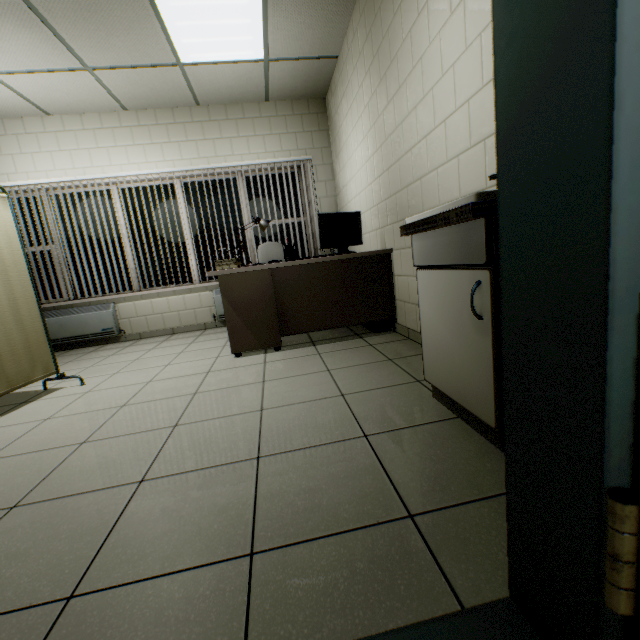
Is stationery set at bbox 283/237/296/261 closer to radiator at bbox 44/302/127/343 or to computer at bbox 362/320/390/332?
computer at bbox 362/320/390/332

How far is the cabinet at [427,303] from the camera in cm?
117

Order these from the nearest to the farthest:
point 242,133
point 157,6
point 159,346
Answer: point 157,6, point 159,346, point 242,133

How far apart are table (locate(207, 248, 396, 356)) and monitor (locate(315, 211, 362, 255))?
0.02m

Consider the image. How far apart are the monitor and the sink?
1.6m

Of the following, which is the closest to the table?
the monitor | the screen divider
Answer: the monitor

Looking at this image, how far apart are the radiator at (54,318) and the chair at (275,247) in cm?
241

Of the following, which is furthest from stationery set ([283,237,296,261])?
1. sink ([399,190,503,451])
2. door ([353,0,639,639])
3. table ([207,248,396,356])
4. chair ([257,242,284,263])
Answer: door ([353,0,639,639])
